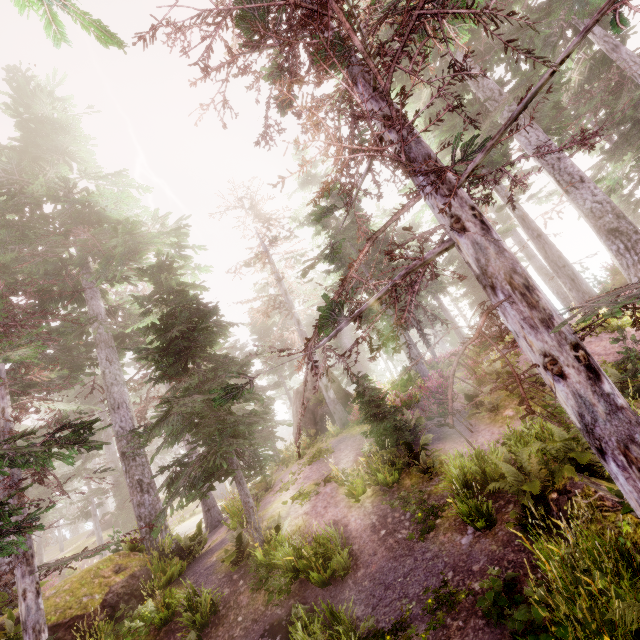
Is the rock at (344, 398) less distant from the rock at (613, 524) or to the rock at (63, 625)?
the rock at (63, 625)

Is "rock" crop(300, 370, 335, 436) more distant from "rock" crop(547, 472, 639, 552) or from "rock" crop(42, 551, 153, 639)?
"rock" crop(547, 472, 639, 552)

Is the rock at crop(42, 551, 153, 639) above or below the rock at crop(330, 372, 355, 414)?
below

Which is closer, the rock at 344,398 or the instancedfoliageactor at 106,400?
the instancedfoliageactor at 106,400

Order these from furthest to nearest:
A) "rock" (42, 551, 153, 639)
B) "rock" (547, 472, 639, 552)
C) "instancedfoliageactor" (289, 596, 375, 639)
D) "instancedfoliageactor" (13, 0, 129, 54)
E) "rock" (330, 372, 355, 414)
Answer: "rock" (330, 372, 355, 414) → "rock" (42, 551, 153, 639) → "instancedfoliageactor" (289, 596, 375, 639) → "rock" (547, 472, 639, 552) → "instancedfoliageactor" (13, 0, 129, 54)

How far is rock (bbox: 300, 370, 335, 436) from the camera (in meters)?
21.62

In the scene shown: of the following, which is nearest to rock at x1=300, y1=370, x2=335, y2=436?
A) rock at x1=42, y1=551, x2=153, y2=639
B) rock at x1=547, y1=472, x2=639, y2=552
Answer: rock at x1=42, y1=551, x2=153, y2=639

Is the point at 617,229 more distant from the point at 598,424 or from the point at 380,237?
the point at 380,237
